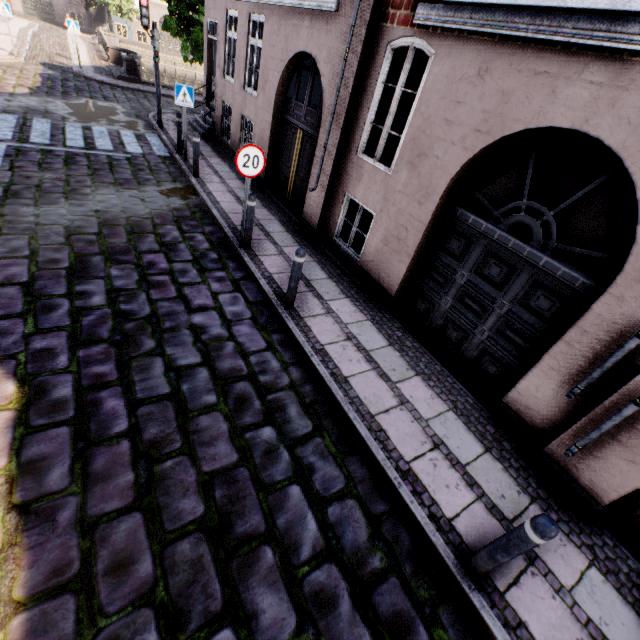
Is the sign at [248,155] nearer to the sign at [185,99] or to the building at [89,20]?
the building at [89,20]

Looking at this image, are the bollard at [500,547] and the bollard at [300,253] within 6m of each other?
yes

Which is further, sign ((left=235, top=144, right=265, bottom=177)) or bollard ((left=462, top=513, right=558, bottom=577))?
sign ((left=235, top=144, right=265, bottom=177))

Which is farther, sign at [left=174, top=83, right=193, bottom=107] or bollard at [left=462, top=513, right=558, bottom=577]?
sign at [left=174, top=83, right=193, bottom=107]

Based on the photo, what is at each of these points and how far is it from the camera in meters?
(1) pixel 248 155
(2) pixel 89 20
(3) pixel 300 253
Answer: (1) sign, 5.4
(2) building, 33.3
(3) bollard, 4.7

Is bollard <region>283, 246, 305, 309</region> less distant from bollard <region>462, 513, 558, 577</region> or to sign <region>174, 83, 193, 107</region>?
bollard <region>462, 513, 558, 577</region>

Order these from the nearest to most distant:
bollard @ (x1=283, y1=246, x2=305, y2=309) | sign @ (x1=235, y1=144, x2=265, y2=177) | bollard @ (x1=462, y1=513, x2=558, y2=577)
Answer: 1. bollard @ (x1=462, y1=513, x2=558, y2=577)
2. bollard @ (x1=283, y1=246, x2=305, y2=309)
3. sign @ (x1=235, y1=144, x2=265, y2=177)

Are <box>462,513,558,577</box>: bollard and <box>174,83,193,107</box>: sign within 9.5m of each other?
no
